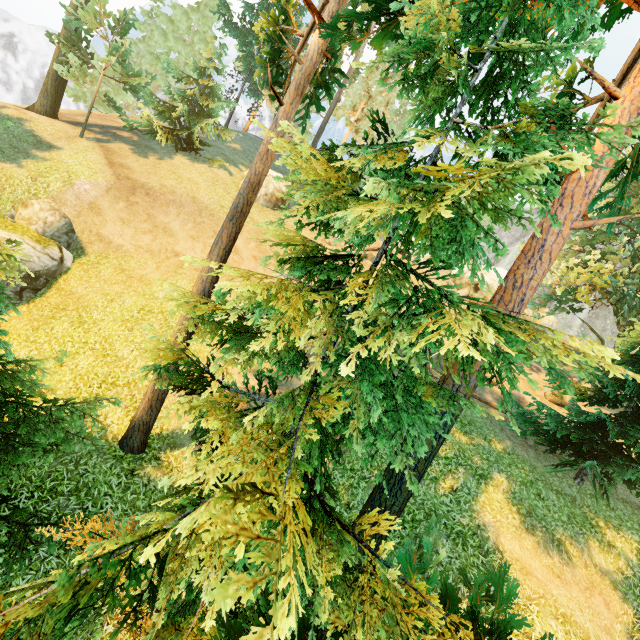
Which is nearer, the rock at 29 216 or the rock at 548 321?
the rock at 29 216

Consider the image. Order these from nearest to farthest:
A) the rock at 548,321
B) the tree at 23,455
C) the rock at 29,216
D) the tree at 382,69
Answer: the tree at 382,69 < the tree at 23,455 < the rock at 29,216 < the rock at 548,321

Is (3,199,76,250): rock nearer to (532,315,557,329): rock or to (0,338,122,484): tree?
(0,338,122,484): tree

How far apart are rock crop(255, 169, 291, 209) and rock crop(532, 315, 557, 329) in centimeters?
2701cm

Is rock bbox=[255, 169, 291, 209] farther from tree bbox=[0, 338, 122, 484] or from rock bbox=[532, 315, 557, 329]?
rock bbox=[532, 315, 557, 329]

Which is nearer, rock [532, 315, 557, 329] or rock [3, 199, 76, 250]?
rock [3, 199, 76, 250]

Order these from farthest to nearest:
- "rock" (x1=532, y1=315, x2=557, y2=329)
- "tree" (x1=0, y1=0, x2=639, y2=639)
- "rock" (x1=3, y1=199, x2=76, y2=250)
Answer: "rock" (x1=532, y1=315, x2=557, y2=329)
"rock" (x1=3, y1=199, x2=76, y2=250)
"tree" (x1=0, y1=0, x2=639, y2=639)

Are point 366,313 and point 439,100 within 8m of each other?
yes
